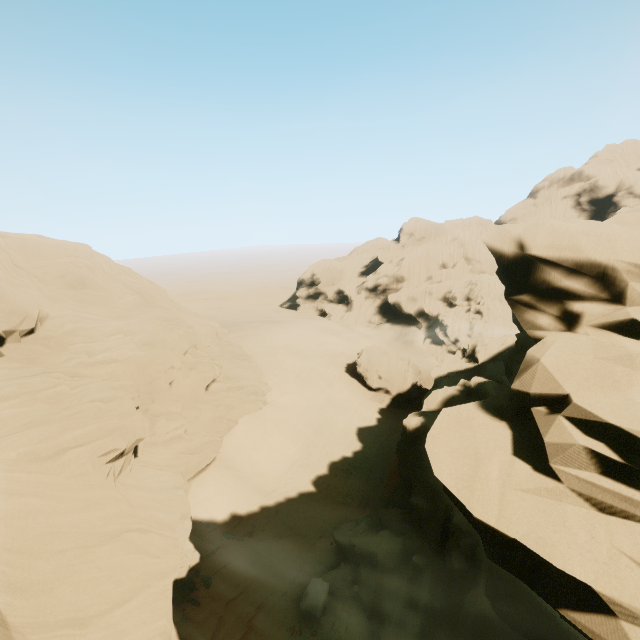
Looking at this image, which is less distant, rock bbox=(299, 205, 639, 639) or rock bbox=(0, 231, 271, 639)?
rock bbox=(299, 205, 639, 639)

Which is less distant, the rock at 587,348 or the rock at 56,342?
the rock at 587,348

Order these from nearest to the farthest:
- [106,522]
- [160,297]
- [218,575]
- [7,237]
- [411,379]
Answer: [106,522]
[218,575]
[7,237]
[160,297]
[411,379]
